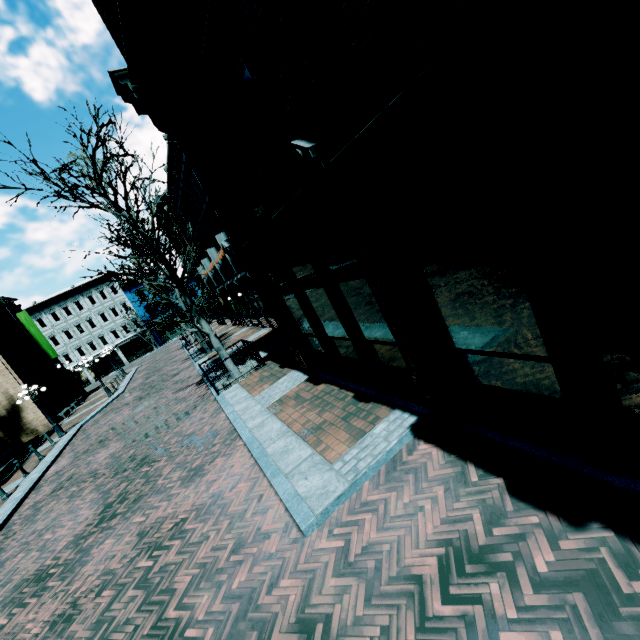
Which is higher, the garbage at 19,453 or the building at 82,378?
the building at 82,378

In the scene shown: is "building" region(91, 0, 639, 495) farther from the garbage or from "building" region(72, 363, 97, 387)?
the garbage

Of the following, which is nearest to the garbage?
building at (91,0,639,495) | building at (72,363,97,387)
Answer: building at (91,0,639,495)

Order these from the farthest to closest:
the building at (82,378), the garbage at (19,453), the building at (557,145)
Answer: the building at (82,378) < the garbage at (19,453) < the building at (557,145)

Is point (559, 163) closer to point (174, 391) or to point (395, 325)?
point (395, 325)
